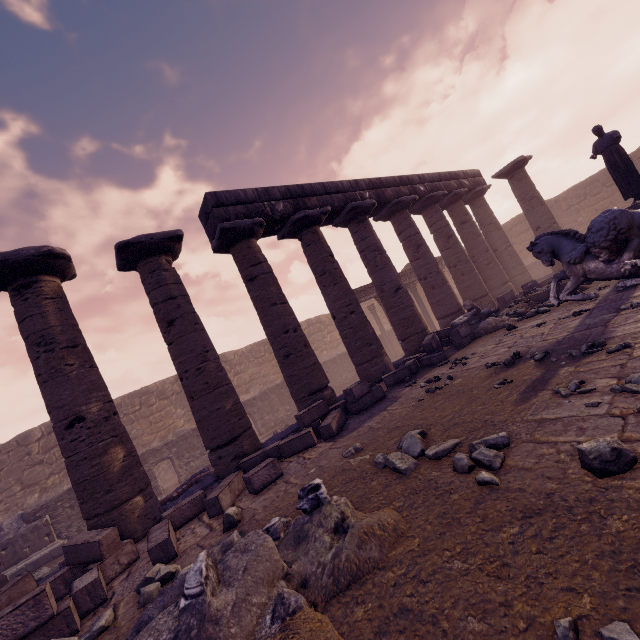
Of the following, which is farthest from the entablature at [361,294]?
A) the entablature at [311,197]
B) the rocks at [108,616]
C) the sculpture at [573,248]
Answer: the rocks at [108,616]

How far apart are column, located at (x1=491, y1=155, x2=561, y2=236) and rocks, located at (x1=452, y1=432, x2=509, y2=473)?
14.72m

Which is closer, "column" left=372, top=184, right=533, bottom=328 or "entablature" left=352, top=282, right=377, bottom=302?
"column" left=372, top=184, right=533, bottom=328

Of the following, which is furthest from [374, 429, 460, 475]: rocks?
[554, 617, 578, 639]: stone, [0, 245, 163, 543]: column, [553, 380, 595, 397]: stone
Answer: [0, 245, 163, 543]: column

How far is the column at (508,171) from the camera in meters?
14.4 m

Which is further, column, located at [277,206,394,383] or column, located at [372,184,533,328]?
column, located at [372,184,533,328]

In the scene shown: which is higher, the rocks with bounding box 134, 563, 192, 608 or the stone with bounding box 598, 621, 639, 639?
the rocks with bounding box 134, 563, 192, 608

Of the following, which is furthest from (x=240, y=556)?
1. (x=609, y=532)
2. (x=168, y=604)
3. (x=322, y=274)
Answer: (x=322, y=274)
